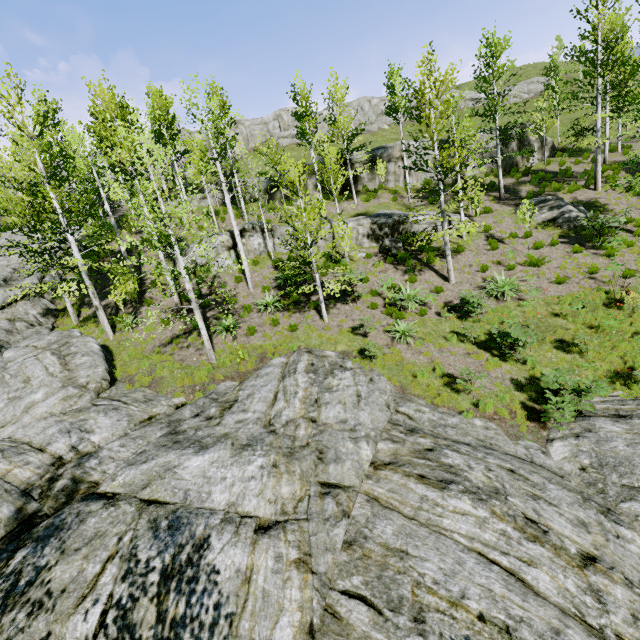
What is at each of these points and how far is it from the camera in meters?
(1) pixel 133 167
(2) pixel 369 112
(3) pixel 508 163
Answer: (1) instancedfoliageactor, 14.7 m
(2) rock, 52.4 m
(3) rock, 25.6 m

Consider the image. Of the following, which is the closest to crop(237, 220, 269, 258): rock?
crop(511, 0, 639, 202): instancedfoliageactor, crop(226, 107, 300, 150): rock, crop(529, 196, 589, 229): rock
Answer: crop(511, 0, 639, 202): instancedfoliageactor

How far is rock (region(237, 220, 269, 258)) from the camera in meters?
20.3

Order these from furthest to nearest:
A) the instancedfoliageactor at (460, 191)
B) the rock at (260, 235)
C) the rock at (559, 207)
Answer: the rock at (260, 235) < the rock at (559, 207) < the instancedfoliageactor at (460, 191)

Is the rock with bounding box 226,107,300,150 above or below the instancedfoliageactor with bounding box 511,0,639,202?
above

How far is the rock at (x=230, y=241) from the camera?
19.7m

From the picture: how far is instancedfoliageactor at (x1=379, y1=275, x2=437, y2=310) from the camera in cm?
1452

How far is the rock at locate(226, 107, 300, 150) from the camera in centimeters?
4841cm
